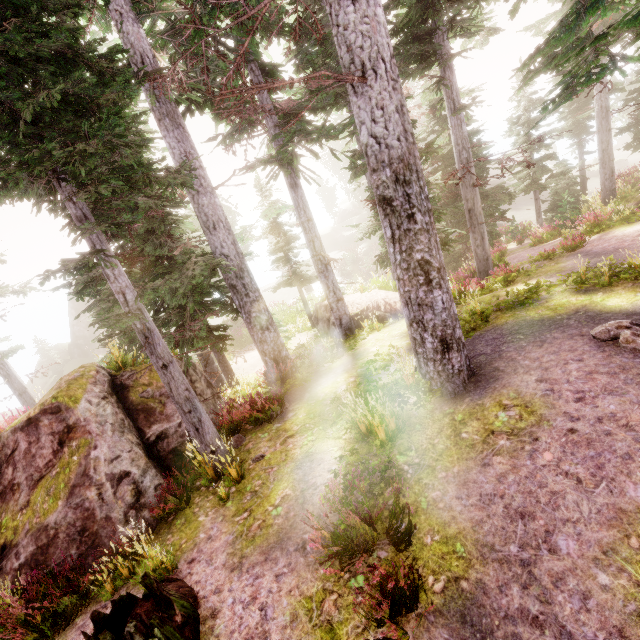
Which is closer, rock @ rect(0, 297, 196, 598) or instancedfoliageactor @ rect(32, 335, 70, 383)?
rock @ rect(0, 297, 196, 598)

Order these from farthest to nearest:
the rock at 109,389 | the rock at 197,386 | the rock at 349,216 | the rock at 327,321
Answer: the rock at 349,216
the rock at 327,321
the rock at 197,386
the rock at 109,389

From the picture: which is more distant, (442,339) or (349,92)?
(442,339)

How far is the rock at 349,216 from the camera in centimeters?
4371cm

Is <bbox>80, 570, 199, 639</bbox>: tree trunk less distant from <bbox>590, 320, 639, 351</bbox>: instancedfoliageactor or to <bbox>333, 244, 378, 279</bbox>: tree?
<bbox>590, 320, 639, 351</bbox>: instancedfoliageactor

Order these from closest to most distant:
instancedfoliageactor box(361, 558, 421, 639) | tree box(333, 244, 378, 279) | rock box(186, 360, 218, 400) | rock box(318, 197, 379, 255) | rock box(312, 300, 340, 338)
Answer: instancedfoliageactor box(361, 558, 421, 639), rock box(186, 360, 218, 400), rock box(312, 300, 340, 338), tree box(333, 244, 378, 279), rock box(318, 197, 379, 255)

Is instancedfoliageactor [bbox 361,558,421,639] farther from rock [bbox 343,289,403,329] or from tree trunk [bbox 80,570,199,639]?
tree trunk [bbox 80,570,199,639]

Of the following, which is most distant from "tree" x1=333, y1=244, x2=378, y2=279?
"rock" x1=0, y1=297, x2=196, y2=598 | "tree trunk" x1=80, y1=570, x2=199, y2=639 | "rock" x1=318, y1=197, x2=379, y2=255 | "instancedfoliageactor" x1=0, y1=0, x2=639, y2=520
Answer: "tree trunk" x1=80, y1=570, x2=199, y2=639
